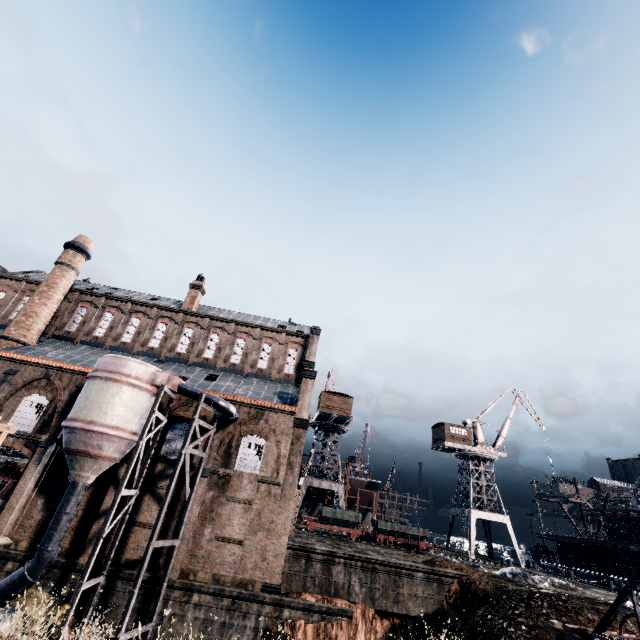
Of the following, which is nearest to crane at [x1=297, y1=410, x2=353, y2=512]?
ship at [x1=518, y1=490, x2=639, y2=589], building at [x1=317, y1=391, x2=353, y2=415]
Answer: building at [x1=317, y1=391, x2=353, y2=415]

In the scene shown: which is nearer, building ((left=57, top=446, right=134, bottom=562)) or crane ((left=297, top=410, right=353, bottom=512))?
building ((left=57, top=446, right=134, bottom=562))

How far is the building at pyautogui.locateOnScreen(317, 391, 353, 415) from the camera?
48.6m

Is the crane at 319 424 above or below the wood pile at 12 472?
above

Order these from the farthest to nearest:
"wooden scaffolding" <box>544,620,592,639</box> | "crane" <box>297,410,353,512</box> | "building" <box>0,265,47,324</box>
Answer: "crane" <box>297,410,353,512</box> → "building" <box>0,265,47,324</box> → "wooden scaffolding" <box>544,620,592,639</box>

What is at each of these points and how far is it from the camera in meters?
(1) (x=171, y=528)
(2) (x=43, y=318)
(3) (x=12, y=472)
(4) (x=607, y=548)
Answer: (1) building, 23.1 m
(2) chimney, 32.5 m
(3) wood pile, 26.0 m
(4) ship, 41.4 m

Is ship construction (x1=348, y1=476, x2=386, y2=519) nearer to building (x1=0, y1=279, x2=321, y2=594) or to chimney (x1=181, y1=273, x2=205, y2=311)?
building (x1=0, y1=279, x2=321, y2=594)

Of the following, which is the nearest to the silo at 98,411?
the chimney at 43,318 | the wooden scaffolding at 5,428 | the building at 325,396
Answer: the wooden scaffolding at 5,428
